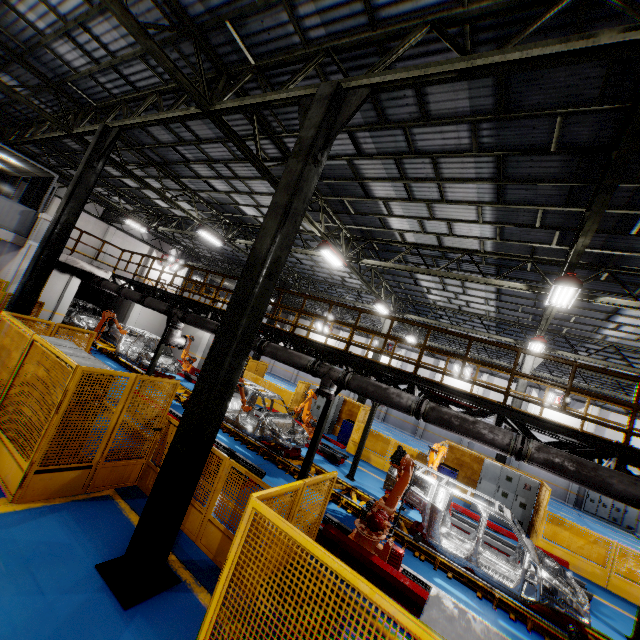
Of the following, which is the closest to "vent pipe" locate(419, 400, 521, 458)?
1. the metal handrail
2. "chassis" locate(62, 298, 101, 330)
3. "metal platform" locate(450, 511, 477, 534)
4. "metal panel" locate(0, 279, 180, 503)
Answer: the metal handrail

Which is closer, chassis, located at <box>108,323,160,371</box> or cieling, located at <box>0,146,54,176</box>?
cieling, located at <box>0,146,54,176</box>

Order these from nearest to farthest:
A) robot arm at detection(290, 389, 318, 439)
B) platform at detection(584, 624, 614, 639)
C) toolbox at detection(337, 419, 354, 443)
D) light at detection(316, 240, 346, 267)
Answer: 1. platform at detection(584, 624, 614, 639)
2. light at detection(316, 240, 346, 267)
3. robot arm at detection(290, 389, 318, 439)
4. toolbox at detection(337, 419, 354, 443)

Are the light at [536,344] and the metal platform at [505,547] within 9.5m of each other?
yes

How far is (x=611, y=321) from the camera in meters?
12.6 m

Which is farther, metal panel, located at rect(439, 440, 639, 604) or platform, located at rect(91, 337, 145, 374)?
platform, located at rect(91, 337, 145, 374)

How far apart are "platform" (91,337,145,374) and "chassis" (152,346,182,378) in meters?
0.0

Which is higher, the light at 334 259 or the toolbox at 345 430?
the light at 334 259
